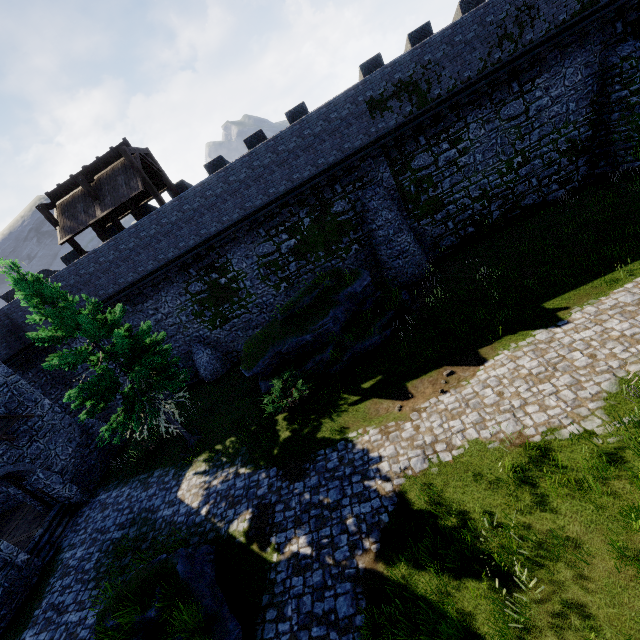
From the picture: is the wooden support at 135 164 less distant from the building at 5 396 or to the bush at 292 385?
the building at 5 396

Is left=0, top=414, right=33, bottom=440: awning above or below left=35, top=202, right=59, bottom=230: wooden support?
below

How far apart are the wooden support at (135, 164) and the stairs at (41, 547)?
15.9m

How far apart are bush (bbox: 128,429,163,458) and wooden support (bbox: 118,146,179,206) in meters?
12.3

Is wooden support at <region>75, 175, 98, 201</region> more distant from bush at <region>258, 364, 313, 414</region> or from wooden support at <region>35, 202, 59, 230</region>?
bush at <region>258, 364, 313, 414</region>

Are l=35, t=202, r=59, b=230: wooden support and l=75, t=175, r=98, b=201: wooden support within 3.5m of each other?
yes

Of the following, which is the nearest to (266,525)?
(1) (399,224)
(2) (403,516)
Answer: (2) (403,516)

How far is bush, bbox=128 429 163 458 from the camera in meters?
16.9 m
